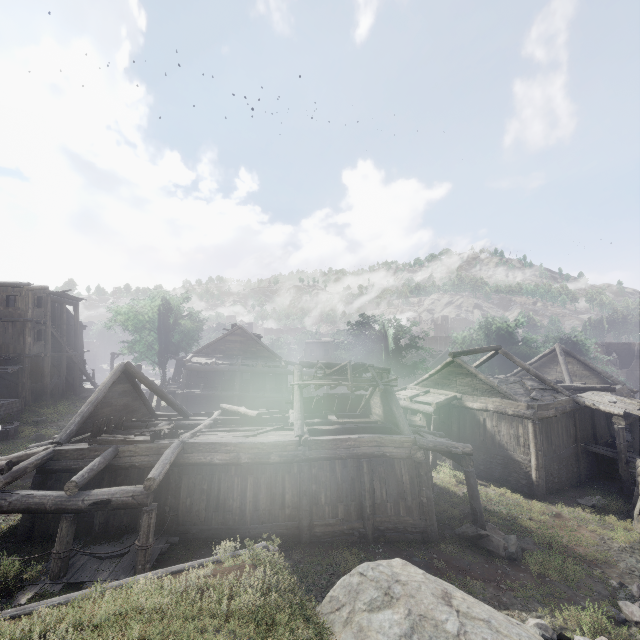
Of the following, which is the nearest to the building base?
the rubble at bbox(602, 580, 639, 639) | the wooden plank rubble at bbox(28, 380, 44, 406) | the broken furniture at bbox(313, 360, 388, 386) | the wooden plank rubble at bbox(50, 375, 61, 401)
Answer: the wooden plank rubble at bbox(28, 380, 44, 406)

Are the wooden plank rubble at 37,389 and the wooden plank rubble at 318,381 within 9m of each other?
no

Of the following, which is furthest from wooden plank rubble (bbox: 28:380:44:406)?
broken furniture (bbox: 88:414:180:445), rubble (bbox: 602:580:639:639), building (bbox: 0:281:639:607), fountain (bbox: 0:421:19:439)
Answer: rubble (bbox: 602:580:639:639)

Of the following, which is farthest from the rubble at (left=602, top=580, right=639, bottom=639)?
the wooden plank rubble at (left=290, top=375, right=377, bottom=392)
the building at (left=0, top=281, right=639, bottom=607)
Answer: the wooden plank rubble at (left=290, top=375, right=377, bottom=392)

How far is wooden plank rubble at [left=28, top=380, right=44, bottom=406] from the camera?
25.7m

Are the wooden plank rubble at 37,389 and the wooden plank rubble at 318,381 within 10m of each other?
no

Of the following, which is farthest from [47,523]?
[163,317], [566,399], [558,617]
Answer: [163,317]

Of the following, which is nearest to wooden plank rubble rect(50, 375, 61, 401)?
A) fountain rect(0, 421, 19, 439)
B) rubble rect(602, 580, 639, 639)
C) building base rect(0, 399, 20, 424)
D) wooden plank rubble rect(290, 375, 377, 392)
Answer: building base rect(0, 399, 20, 424)
